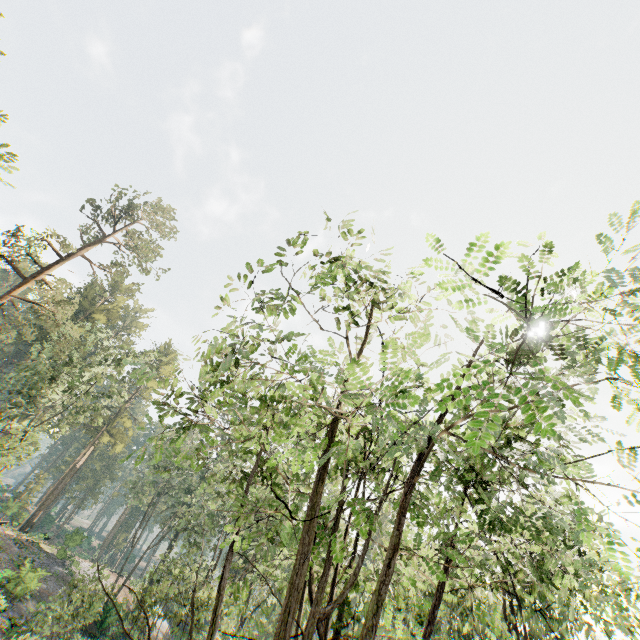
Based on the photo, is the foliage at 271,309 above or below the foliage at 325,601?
above

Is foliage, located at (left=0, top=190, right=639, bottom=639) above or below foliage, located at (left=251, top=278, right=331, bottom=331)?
below

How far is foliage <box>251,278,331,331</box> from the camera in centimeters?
737cm

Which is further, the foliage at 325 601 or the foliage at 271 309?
the foliage at 271 309

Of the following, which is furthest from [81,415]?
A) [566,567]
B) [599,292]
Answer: [599,292]

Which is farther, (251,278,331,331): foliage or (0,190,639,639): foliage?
(251,278,331,331): foliage
